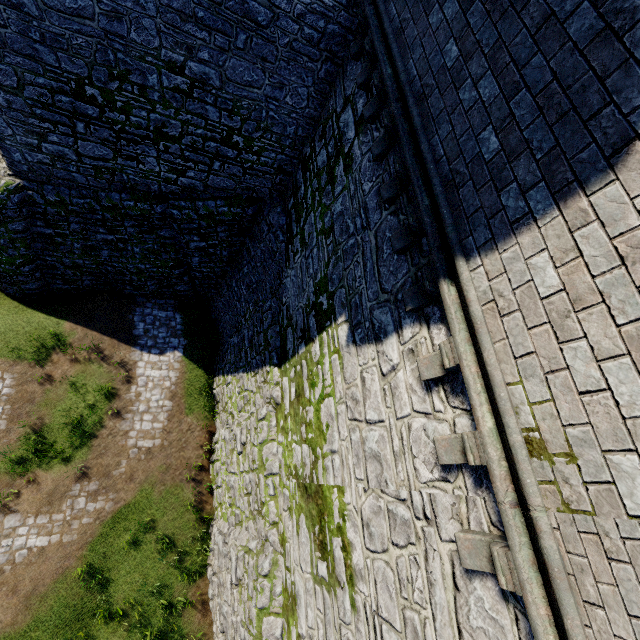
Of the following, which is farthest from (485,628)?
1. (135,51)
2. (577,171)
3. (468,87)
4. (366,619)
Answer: (135,51)
